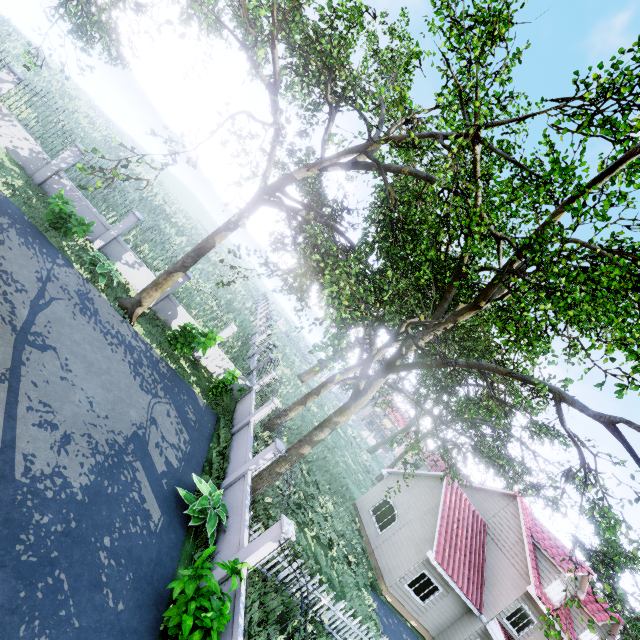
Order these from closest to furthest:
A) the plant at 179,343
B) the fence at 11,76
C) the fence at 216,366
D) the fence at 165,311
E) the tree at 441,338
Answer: the tree at 441,338, the fence at 11,76, the plant at 179,343, the fence at 165,311, the fence at 216,366

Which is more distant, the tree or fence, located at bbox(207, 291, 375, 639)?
the tree

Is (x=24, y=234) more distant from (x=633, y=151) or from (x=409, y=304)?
(x=633, y=151)

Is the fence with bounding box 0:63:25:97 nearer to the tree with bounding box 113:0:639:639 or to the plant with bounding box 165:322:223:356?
the tree with bounding box 113:0:639:639

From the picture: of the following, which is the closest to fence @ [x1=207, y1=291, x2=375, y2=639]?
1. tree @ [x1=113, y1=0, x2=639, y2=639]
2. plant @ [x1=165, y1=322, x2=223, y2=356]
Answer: tree @ [x1=113, y1=0, x2=639, y2=639]

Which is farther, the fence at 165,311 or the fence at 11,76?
the fence at 165,311

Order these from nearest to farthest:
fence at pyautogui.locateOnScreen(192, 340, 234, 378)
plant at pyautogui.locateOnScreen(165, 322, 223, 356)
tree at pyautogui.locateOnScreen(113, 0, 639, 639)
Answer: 1. tree at pyautogui.locateOnScreen(113, 0, 639, 639)
2. plant at pyautogui.locateOnScreen(165, 322, 223, 356)
3. fence at pyautogui.locateOnScreen(192, 340, 234, 378)
